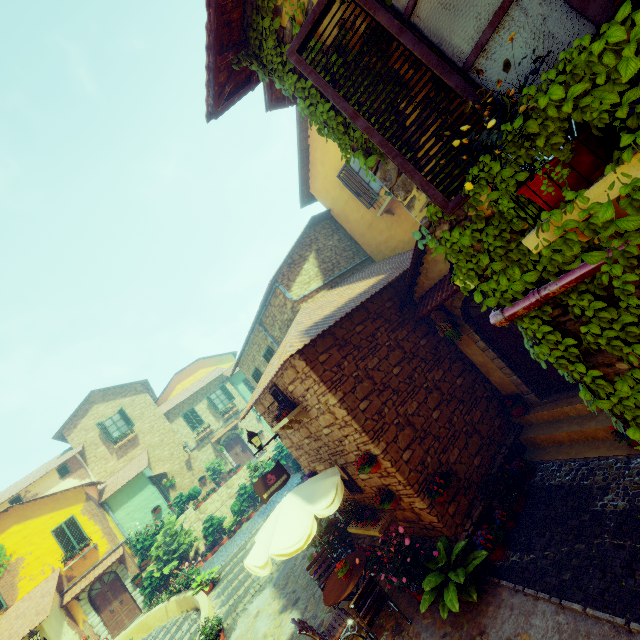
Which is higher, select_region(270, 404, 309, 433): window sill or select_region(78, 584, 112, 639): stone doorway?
select_region(270, 404, 309, 433): window sill

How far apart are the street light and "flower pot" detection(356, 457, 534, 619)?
4.8m

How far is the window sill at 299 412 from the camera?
7.2m

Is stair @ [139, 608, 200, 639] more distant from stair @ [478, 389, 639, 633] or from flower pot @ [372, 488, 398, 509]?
stair @ [478, 389, 639, 633]

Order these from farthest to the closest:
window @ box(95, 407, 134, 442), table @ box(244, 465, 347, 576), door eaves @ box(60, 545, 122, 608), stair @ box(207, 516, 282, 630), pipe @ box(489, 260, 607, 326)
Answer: window @ box(95, 407, 134, 442), door eaves @ box(60, 545, 122, 608), stair @ box(207, 516, 282, 630), table @ box(244, 465, 347, 576), pipe @ box(489, 260, 607, 326)

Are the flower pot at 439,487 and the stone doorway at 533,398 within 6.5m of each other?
yes

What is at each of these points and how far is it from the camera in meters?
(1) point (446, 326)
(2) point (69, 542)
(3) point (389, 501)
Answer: (1) flower pot, 7.3 m
(2) window, 17.0 m
(3) flower pot, 6.3 m

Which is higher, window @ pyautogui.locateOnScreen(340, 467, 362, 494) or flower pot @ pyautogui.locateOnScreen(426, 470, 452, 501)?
window @ pyautogui.locateOnScreen(340, 467, 362, 494)
